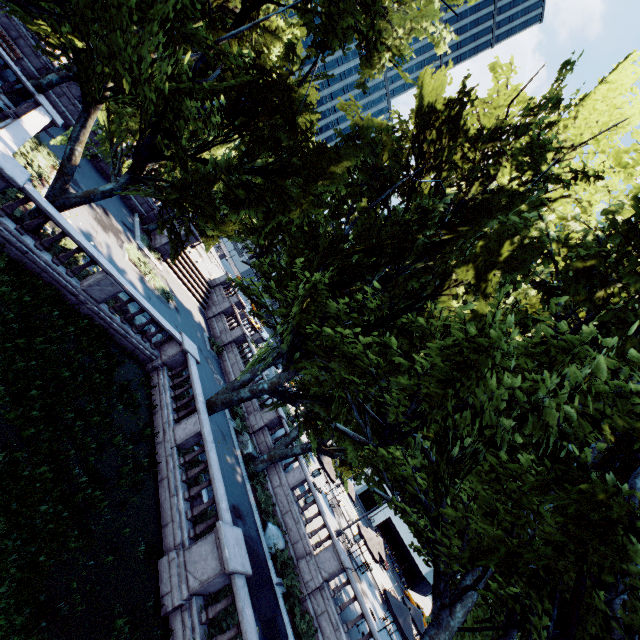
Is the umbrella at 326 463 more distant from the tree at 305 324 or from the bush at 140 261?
the bush at 140 261

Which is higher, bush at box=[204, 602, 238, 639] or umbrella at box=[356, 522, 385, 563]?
umbrella at box=[356, 522, 385, 563]

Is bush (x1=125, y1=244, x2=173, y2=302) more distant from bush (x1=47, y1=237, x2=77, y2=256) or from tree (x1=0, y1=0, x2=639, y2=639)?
bush (x1=47, y1=237, x2=77, y2=256)

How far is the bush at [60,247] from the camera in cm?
1275

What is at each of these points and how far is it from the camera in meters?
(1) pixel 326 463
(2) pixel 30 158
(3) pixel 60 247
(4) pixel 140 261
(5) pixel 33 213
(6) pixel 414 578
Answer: (1) umbrella, 25.2
(2) bush, 15.0
(3) bush, 13.1
(4) bush, 21.8
(5) tree, 12.2
(6) building, 56.2

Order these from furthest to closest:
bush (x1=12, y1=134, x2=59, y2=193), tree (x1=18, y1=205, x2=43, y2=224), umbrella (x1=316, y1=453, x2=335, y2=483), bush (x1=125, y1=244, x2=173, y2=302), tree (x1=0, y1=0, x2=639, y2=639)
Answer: umbrella (x1=316, y1=453, x2=335, y2=483), bush (x1=125, y1=244, x2=173, y2=302), bush (x1=12, y1=134, x2=59, y2=193), tree (x1=18, y1=205, x2=43, y2=224), tree (x1=0, y1=0, x2=639, y2=639)

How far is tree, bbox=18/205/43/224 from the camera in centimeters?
1214cm

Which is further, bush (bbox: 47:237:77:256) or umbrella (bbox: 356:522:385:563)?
umbrella (bbox: 356:522:385:563)
